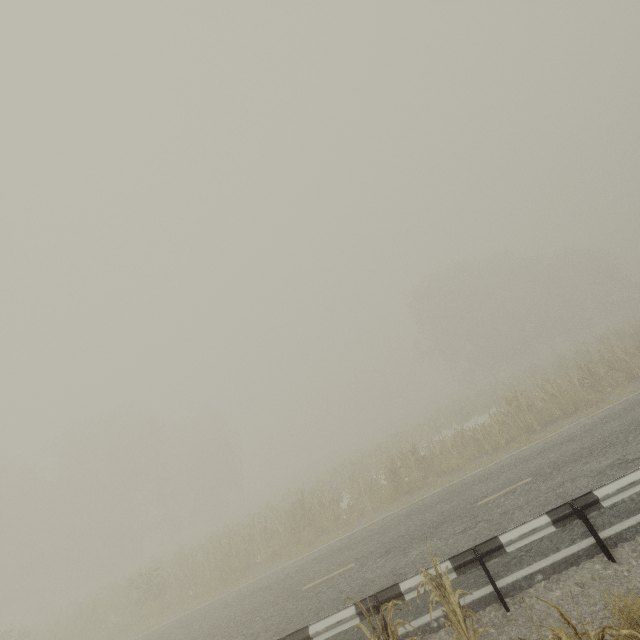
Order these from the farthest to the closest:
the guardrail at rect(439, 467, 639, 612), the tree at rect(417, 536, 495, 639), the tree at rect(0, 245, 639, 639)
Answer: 1. the tree at rect(0, 245, 639, 639)
2. the guardrail at rect(439, 467, 639, 612)
3. the tree at rect(417, 536, 495, 639)

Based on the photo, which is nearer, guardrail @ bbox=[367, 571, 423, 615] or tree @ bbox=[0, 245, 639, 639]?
guardrail @ bbox=[367, 571, 423, 615]

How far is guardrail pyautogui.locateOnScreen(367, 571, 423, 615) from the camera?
6.03m

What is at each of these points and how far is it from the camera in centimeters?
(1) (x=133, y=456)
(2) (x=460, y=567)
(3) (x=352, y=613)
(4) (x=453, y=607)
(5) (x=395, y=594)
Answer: (1) tree, 4041cm
(2) guardrail, 605cm
(3) guardrail, 610cm
(4) tree, 473cm
(5) guardrail, 605cm

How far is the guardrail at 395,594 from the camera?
6.0 meters

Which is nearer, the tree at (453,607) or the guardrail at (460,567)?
the tree at (453,607)
